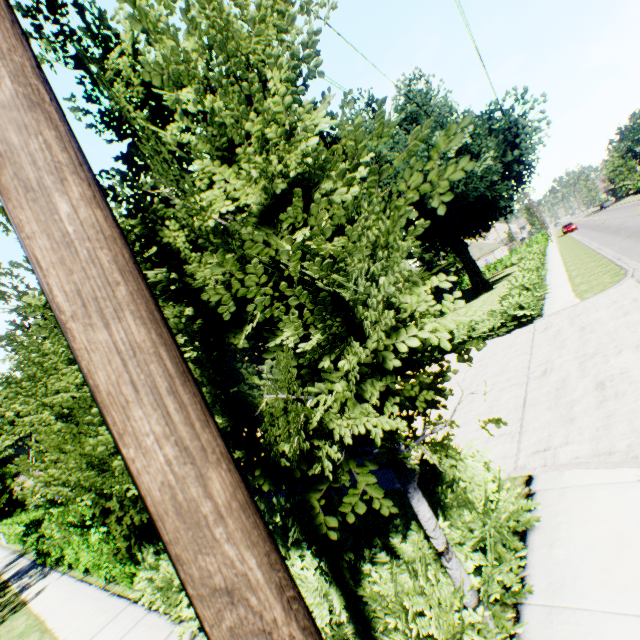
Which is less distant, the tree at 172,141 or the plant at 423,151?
the tree at 172,141

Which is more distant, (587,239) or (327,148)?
(587,239)

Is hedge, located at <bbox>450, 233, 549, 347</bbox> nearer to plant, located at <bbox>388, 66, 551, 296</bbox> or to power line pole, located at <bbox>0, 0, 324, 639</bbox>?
plant, located at <bbox>388, 66, 551, 296</bbox>

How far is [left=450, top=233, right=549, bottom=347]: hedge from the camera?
13.6m

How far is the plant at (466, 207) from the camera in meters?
23.6 m

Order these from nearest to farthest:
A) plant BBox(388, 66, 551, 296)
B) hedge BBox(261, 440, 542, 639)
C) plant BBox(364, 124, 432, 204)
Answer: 1. hedge BBox(261, 440, 542, 639)
2. plant BBox(364, 124, 432, 204)
3. plant BBox(388, 66, 551, 296)

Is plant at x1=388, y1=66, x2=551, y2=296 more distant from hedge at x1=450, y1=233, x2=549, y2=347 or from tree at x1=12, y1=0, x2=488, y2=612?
tree at x1=12, y1=0, x2=488, y2=612
